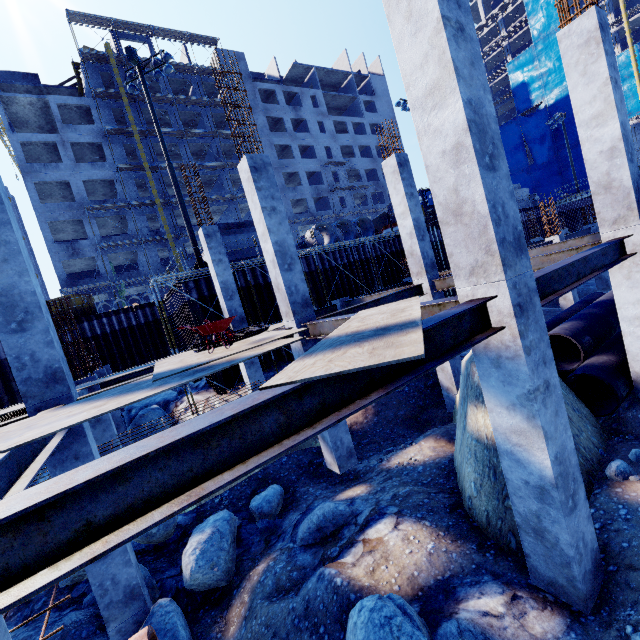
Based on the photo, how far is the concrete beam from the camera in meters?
20.5

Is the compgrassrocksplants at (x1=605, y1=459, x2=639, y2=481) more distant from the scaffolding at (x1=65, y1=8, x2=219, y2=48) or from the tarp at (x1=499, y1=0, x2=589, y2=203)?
the tarp at (x1=499, y1=0, x2=589, y2=203)

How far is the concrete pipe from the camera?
20.91m

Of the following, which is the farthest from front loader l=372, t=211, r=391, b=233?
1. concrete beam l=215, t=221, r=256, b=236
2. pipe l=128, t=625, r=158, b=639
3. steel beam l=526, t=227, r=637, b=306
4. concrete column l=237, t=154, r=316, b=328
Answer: pipe l=128, t=625, r=158, b=639

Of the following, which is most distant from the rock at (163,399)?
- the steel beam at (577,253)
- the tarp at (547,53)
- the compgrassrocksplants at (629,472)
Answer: the tarp at (547,53)

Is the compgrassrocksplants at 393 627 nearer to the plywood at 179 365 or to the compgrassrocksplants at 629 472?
the plywood at 179 365

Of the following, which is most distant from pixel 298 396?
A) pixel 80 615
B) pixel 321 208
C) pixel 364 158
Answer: pixel 364 158

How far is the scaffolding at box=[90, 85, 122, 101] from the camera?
33.47m
